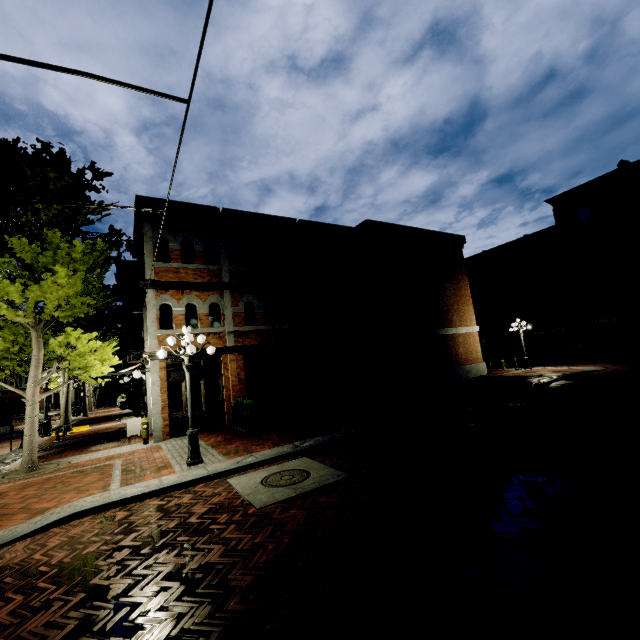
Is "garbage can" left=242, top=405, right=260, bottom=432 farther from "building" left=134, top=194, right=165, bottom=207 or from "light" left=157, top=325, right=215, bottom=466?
"light" left=157, top=325, right=215, bottom=466

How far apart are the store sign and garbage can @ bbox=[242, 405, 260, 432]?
5.6m

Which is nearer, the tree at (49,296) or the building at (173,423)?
the tree at (49,296)

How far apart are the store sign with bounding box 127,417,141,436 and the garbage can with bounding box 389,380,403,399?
11.6m

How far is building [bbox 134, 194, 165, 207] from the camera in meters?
12.9 m

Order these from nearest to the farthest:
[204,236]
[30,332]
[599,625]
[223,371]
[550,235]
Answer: [599,625] → [30,332] → [223,371] → [204,236] → [550,235]

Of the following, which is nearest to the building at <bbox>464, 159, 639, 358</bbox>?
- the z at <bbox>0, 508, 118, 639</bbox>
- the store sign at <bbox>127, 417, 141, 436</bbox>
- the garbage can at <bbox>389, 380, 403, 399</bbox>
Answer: the z at <bbox>0, 508, 118, 639</bbox>

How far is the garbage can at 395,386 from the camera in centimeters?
1557cm
